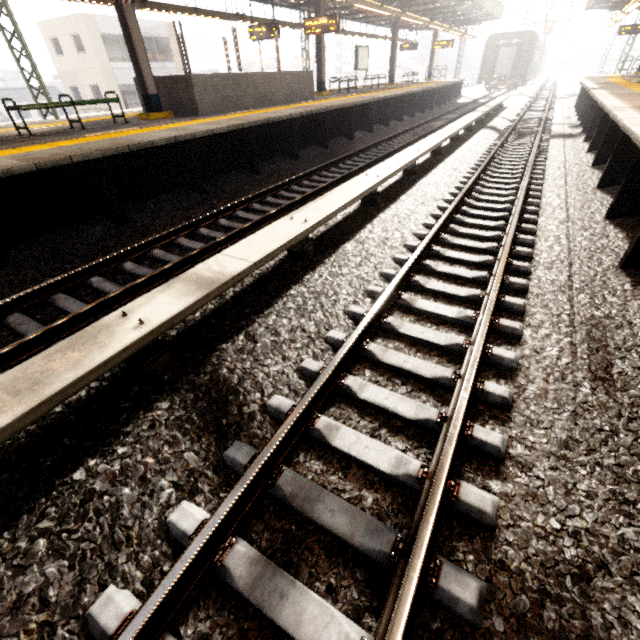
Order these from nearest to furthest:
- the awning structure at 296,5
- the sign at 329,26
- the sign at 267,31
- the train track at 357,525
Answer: the train track at 357,525, the sign at 329,26, the sign at 267,31, the awning structure at 296,5

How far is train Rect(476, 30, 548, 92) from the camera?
28.3m

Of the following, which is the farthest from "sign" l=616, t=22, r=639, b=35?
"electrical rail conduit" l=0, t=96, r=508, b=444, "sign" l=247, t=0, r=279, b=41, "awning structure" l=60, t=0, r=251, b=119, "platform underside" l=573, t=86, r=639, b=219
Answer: "sign" l=247, t=0, r=279, b=41

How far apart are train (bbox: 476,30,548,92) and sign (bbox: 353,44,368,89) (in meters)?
18.79

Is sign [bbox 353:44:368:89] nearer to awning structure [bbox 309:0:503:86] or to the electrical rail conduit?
awning structure [bbox 309:0:503:86]

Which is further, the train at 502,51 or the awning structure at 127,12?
the train at 502,51

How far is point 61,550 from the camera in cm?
181

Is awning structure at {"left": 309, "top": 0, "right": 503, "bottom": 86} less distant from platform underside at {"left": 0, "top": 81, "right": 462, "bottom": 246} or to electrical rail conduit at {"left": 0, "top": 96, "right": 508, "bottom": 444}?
platform underside at {"left": 0, "top": 81, "right": 462, "bottom": 246}
